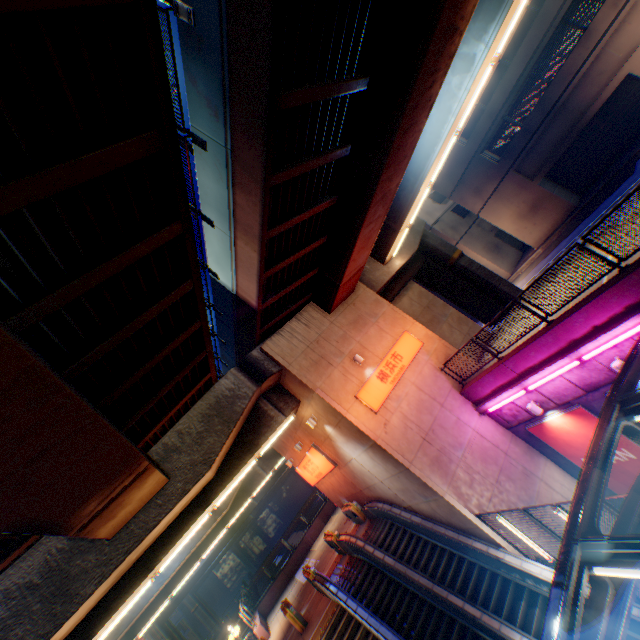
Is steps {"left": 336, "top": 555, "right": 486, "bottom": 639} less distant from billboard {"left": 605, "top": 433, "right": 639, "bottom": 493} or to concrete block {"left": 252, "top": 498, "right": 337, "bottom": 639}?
billboard {"left": 605, "top": 433, "right": 639, "bottom": 493}

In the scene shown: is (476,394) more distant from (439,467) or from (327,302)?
(327,302)

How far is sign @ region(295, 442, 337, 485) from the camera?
16.66m

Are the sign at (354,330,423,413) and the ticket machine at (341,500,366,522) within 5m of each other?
no

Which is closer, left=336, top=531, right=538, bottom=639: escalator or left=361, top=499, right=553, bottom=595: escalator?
left=336, top=531, right=538, bottom=639: escalator

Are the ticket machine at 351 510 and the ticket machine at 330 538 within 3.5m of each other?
yes

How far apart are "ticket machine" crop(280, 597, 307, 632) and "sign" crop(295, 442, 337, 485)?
5.7 meters

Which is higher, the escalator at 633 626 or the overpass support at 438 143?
the overpass support at 438 143
